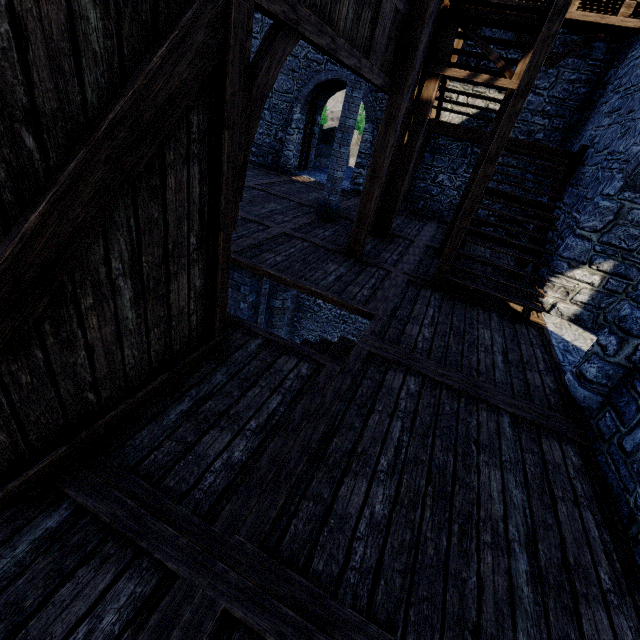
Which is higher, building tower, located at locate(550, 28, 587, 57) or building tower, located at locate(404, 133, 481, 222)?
building tower, located at locate(550, 28, 587, 57)

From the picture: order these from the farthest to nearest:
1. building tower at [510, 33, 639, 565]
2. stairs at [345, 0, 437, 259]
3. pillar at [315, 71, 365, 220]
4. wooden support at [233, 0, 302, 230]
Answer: pillar at [315, 71, 365, 220], stairs at [345, 0, 437, 259], building tower at [510, 33, 639, 565], wooden support at [233, 0, 302, 230]

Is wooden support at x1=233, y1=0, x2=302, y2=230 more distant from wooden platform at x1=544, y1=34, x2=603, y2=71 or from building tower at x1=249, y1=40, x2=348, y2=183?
wooden platform at x1=544, y1=34, x2=603, y2=71

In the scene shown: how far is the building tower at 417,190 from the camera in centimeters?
1151cm

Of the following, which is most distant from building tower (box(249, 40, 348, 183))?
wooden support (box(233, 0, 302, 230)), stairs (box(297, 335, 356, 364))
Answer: wooden support (box(233, 0, 302, 230))

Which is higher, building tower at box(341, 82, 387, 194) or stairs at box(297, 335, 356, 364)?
building tower at box(341, 82, 387, 194)

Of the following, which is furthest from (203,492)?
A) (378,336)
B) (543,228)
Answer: (543,228)

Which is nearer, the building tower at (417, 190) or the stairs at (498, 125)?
the stairs at (498, 125)
